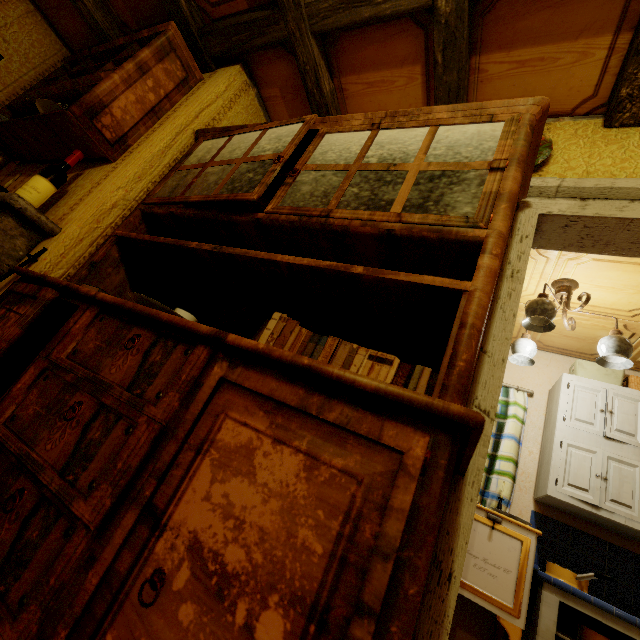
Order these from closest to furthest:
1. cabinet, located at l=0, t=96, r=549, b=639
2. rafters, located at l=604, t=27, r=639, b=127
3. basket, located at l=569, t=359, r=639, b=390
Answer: cabinet, located at l=0, t=96, r=549, b=639, rafters, located at l=604, t=27, r=639, b=127, basket, located at l=569, t=359, r=639, b=390

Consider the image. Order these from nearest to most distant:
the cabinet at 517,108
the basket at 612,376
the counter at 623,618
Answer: the cabinet at 517,108 < the counter at 623,618 < the basket at 612,376

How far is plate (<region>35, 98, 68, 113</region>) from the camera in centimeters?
178cm

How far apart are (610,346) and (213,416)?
2.8 meters

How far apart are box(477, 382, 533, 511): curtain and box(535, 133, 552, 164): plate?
2.5m

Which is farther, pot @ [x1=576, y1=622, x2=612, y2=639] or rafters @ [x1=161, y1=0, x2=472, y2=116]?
pot @ [x1=576, y1=622, x2=612, y2=639]

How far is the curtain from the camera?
3.0 meters

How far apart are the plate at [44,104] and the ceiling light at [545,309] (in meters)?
3.13
